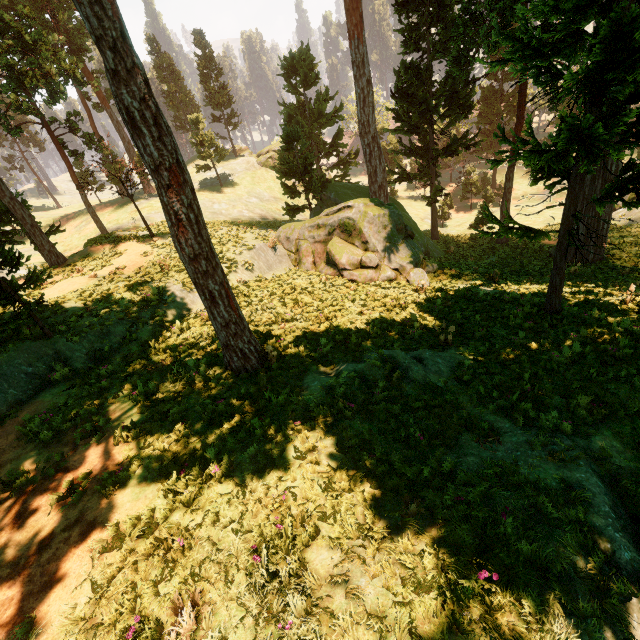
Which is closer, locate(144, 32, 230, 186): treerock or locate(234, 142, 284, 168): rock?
locate(144, 32, 230, 186): treerock

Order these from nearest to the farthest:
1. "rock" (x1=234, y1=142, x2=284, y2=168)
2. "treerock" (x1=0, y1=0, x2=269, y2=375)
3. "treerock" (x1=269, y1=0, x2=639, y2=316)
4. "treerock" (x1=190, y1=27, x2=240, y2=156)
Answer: "treerock" (x1=0, y1=0, x2=269, y2=375), "treerock" (x1=269, y1=0, x2=639, y2=316), "treerock" (x1=190, y1=27, x2=240, y2=156), "rock" (x1=234, y1=142, x2=284, y2=168)

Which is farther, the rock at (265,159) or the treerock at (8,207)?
the rock at (265,159)

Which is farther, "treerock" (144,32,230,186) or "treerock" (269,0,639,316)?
"treerock" (144,32,230,186)

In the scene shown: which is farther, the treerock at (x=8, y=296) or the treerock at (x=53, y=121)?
A: the treerock at (x=8, y=296)

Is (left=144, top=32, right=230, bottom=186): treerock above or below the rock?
above

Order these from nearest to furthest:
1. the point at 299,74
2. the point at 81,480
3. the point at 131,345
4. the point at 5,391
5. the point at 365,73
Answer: the point at 81,480
the point at 5,391
the point at 131,345
the point at 365,73
the point at 299,74
